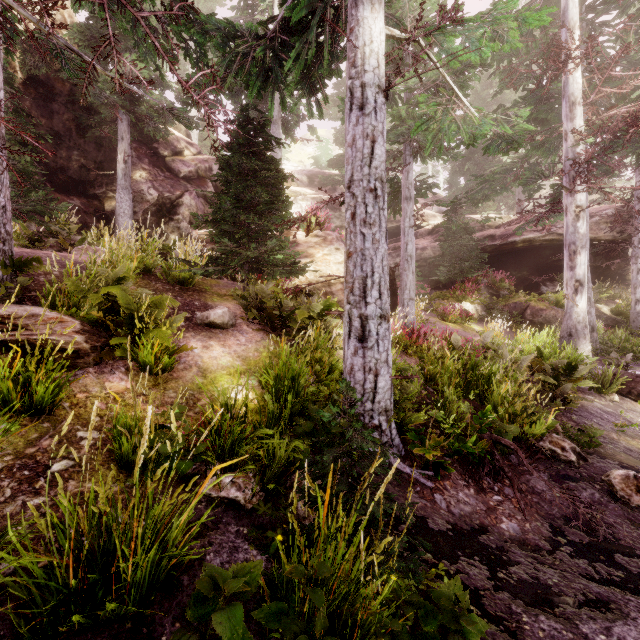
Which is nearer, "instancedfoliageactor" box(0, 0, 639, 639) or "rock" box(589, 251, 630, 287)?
"instancedfoliageactor" box(0, 0, 639, 639)

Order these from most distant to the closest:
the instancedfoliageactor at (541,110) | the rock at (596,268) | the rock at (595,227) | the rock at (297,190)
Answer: the rock at (297,190)
the rock at (596,268)
the rock at (595,227)
the instancedfoliageactor at (541,110)

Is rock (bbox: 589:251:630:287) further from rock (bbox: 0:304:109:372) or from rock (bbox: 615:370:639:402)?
rock (bbox: 0:304:109:372)

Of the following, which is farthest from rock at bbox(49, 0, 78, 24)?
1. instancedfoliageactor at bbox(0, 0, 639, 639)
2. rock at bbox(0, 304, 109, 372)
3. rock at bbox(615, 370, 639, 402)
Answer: rock at bbox(0, 304, 109, 372)

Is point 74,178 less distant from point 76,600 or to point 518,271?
point 76,600

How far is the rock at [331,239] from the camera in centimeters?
1107cm

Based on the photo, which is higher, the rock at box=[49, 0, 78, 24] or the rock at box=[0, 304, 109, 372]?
the rock at box=[49, 0, 78, 24]

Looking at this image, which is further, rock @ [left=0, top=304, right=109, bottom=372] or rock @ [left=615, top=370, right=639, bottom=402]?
rock @ [left=615, top=370, right=639, bottom=402]
